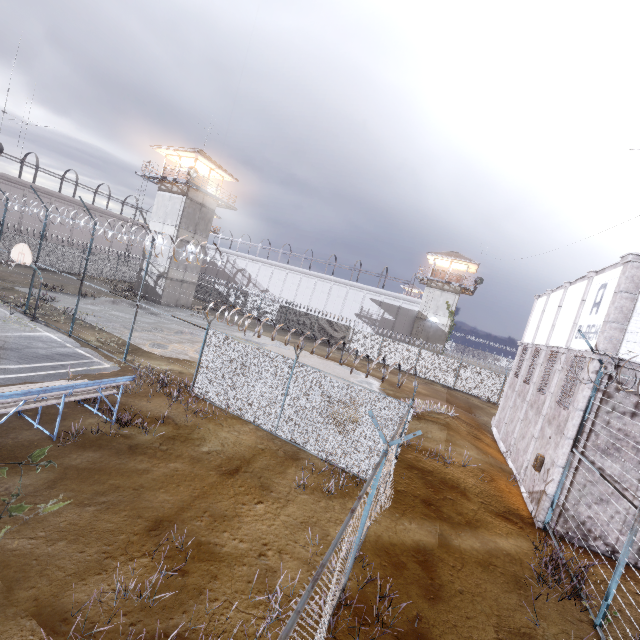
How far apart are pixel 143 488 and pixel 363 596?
5.14m

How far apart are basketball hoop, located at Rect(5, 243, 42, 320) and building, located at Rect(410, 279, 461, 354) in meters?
35.4 m

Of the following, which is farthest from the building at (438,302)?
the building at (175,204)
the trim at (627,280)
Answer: the building at (175,204)

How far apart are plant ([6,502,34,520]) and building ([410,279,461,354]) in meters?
40.9

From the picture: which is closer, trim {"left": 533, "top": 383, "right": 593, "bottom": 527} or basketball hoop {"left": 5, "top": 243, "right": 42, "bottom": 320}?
trim {"left": 533, "top": 383, "right": 593, "bottom": 527}

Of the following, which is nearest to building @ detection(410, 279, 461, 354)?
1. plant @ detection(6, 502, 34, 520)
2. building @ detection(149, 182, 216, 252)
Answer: building @ detection(149, 182, 216, 252)

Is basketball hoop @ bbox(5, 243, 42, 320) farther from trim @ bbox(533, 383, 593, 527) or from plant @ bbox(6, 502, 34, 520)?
trim @ bbox(533, 383, 593, 527)

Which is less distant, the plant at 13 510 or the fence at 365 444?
the plant at 13 510
